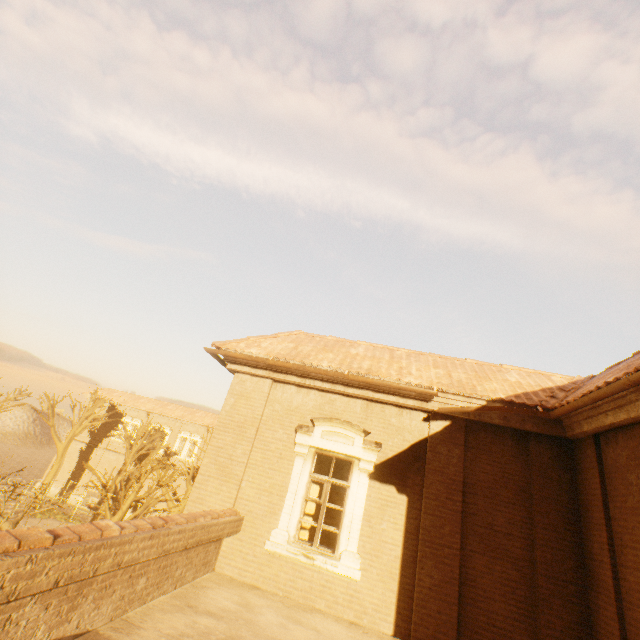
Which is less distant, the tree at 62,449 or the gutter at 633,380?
the gutter at 633,380

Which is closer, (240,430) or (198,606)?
(198,606)

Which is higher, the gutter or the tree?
the gutter

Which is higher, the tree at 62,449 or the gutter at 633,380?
the gutter at 633,380

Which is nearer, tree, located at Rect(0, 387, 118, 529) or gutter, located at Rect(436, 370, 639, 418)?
gutter, located at Rect(436, 370, 639, 418)
